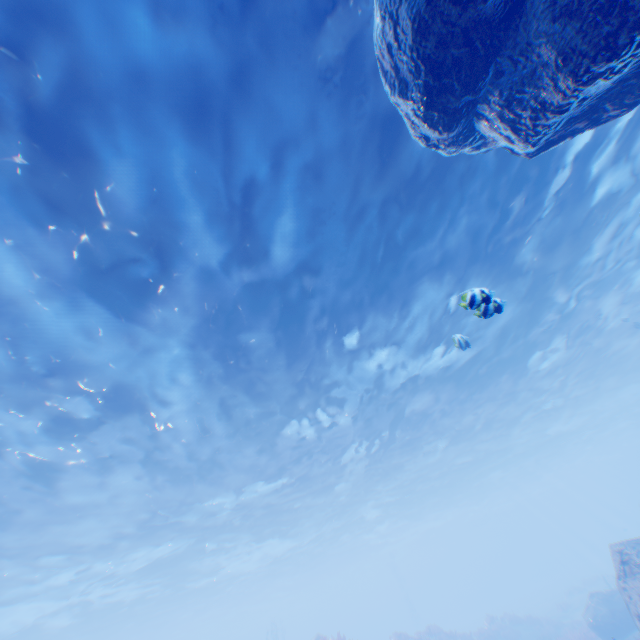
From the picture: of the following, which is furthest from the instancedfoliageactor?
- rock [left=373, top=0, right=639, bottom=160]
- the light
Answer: the light

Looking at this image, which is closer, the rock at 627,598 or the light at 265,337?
the light at 265,337

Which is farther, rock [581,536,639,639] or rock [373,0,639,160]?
rock [581,536,639,639]

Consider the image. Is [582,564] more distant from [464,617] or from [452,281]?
[452,281]

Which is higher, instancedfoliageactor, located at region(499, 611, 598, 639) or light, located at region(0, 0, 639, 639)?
light, located at region(0, 0, 639, 639)

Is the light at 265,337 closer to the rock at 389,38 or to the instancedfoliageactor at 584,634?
the rock at 389,38

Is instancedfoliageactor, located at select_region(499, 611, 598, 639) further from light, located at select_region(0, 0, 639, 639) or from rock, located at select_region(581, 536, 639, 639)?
light, located at select_region(0, 0, 639, 639)
